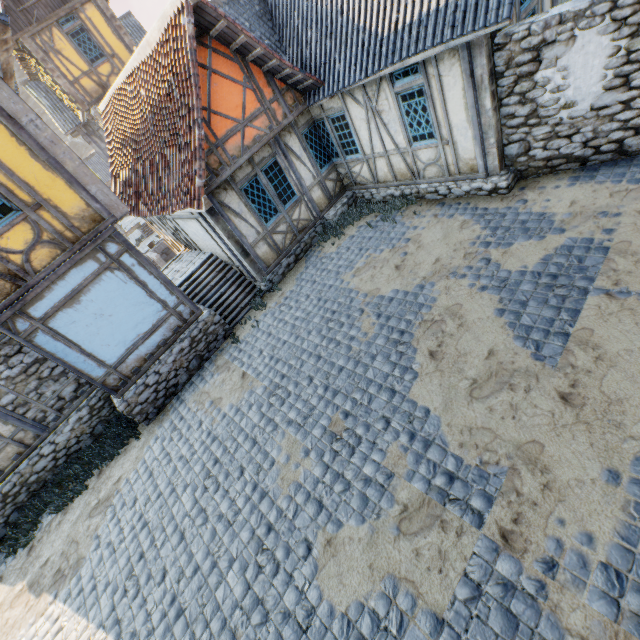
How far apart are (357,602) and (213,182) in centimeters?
836cm

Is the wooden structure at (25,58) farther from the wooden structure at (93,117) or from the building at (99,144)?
the wooden structure at (93,117)

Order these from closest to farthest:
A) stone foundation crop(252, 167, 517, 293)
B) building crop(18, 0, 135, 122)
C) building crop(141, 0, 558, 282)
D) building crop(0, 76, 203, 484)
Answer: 1. building crop(0, 76, 203, 484)
2. building crop(141, 0, 558, 282)
3. stone foundation crop(252, 167, 517, 293)
4. building crop(18, 0, 135, 122)

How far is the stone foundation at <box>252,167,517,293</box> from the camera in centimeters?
774cm

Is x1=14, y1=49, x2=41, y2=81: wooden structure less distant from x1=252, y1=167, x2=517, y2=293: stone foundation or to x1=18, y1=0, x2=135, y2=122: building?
x1=18, y1=0, x2=135, y2=122: building

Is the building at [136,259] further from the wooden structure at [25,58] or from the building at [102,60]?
the wooden structure at [25,58]

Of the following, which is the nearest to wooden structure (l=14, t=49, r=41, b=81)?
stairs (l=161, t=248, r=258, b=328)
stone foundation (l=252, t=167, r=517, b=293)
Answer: stone foundation (l=252, t=167, r=517, b=293)

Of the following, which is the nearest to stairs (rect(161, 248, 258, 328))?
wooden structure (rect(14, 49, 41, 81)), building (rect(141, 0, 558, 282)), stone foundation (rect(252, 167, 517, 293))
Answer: building (rect(141, 0, 558, 282))
